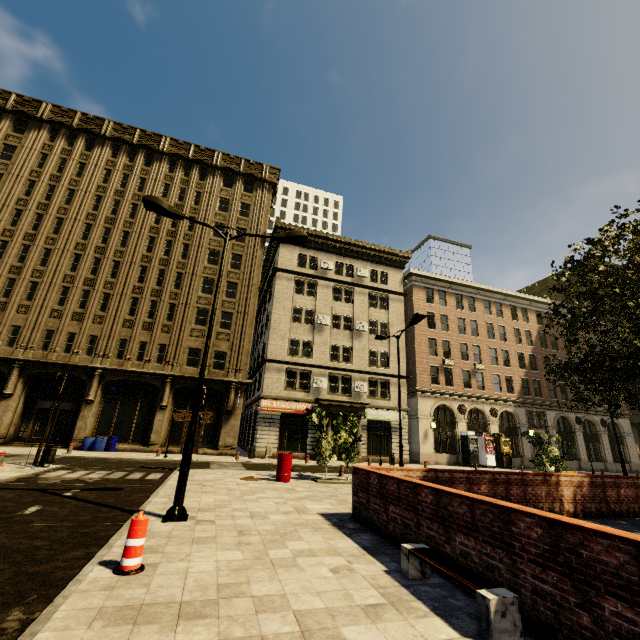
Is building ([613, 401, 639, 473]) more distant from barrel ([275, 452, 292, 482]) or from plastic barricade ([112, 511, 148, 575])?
barrel ([275, 452, 292, 482])

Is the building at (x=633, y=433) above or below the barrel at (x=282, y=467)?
above

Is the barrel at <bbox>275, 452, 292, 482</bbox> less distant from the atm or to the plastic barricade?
the plastic barricade

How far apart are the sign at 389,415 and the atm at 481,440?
8.0m

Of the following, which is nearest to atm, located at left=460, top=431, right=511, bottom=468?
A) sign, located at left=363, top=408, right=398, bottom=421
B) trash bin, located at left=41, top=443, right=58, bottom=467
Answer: sign, located at left=363, top=408, right=398, bottom=421

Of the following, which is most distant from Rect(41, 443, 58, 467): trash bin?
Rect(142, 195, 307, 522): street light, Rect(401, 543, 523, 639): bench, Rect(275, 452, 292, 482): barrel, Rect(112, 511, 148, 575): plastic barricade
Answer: Rect(401, 543, 523, 639): bench

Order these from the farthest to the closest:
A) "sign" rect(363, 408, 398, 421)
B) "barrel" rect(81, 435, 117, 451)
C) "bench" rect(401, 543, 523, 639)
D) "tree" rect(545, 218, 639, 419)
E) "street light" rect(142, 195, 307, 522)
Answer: "sign" rect(363, 408, 398, 421)
"barrel" rect(81, 435, 117, 451)
"tree" rect(545, 218, 639, 419)
"street light" rect(142, 195, 307, 522)
"bench" rect(401, 543, 523, 639)

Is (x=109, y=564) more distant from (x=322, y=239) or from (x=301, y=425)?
(x=322, y=239)
